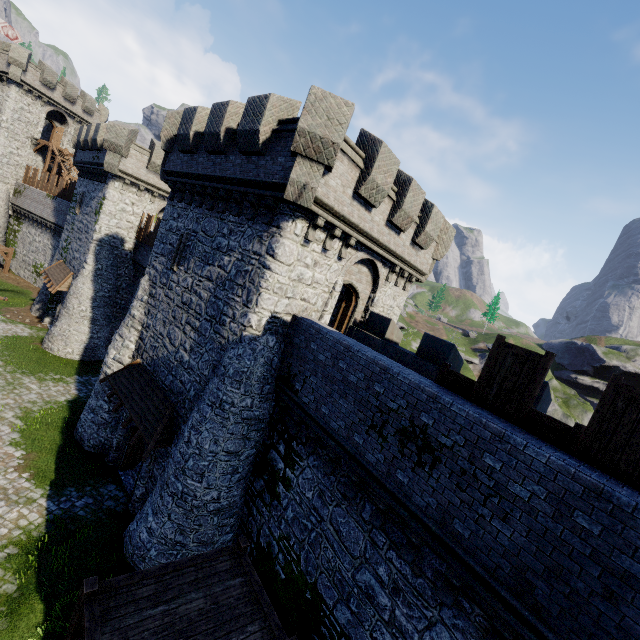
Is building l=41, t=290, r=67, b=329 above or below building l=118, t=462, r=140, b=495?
above

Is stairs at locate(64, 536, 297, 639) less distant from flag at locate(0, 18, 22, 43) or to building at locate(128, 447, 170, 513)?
building at locate(128, 447, 170, 513)

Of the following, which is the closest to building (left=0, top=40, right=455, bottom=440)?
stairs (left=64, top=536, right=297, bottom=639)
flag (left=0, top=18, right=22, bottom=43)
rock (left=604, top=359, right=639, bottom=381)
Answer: stairs (left=64, top=536, right=297, bottom=639)

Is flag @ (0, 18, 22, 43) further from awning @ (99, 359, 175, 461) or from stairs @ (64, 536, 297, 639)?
stairs @ (64, 536, 297, 639)

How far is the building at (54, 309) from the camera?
25.92m

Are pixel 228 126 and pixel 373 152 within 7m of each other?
yes

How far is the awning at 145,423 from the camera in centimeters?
1225cm

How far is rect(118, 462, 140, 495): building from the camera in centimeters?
1475cm
